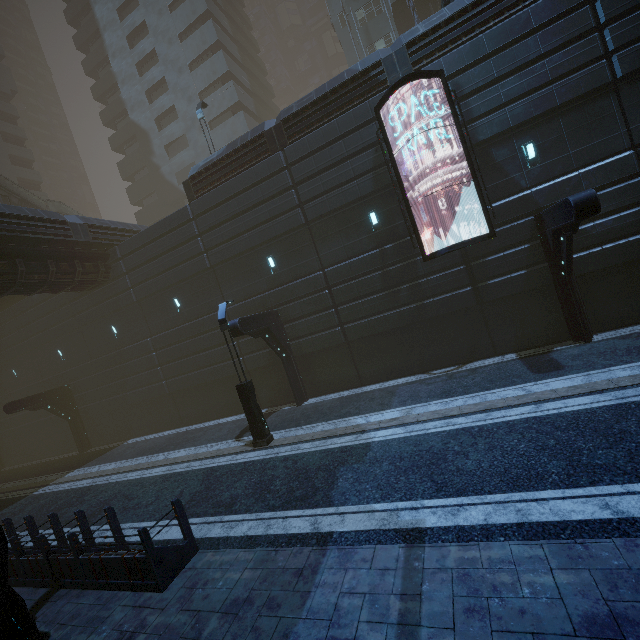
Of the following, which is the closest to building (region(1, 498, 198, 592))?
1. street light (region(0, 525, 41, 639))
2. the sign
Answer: the sign

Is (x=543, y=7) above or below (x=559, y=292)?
above

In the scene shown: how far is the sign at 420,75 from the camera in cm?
1185

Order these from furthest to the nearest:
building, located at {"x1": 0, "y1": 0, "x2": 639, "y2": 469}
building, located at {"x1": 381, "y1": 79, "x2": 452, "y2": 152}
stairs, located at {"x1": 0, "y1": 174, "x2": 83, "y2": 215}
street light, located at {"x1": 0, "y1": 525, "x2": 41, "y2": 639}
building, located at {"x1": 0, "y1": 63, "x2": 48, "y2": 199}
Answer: building, located at {"x1": 0, "y1": 63, "x2": 48, "y2": 199} → stairs, located at {"x1": 0, "y1": 174, "x2": 83, "y2": 215} → building, located at {"x1": 381, "y1": 79, "x2": 452, "y2": 152} → building, located at {"x1": 0, "y1": 0, "x2": 639, "y2": 469} → street light, located at {"x1": 0, "y1": 525, "x2": 41, "y2": 639}

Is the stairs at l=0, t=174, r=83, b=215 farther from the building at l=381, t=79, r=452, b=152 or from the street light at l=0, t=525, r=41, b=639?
the street light at l=0, t=525, r=41, b=639

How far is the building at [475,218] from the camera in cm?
1280

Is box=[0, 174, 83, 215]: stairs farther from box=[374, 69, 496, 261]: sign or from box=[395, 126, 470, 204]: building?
box=[374, 69, 496, 261]: sign

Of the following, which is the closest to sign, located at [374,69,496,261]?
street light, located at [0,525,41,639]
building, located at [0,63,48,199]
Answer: street light, located at [0,525,41,639]
